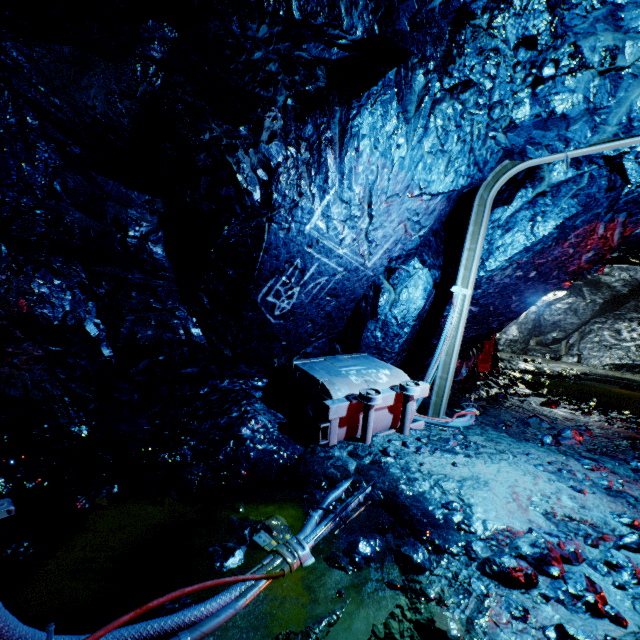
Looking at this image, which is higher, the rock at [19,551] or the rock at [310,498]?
the rock at [19,551]

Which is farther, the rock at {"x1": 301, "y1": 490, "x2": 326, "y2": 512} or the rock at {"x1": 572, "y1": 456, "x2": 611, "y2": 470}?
the rock at {"x1": 572, "y1": 456, "x2": 611, "y2": 470}

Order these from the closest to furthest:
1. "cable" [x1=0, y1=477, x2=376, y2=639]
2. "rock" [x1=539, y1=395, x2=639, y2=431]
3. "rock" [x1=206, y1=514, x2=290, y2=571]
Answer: "cable" [x1=0, y1=477, x2=376, y2=639] → "rock" [x1=206, y1=514, x2=290, y2=571] → "rock" [x1=539, y1=395, x2=639, y2=431]

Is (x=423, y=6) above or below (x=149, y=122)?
above

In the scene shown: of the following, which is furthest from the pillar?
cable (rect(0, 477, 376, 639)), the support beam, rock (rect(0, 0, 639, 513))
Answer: cable (rect(0, 477, 376, 639))

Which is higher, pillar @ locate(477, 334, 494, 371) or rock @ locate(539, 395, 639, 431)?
pillar @ locate(477, 334, 494, 371)

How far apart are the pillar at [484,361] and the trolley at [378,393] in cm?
512
